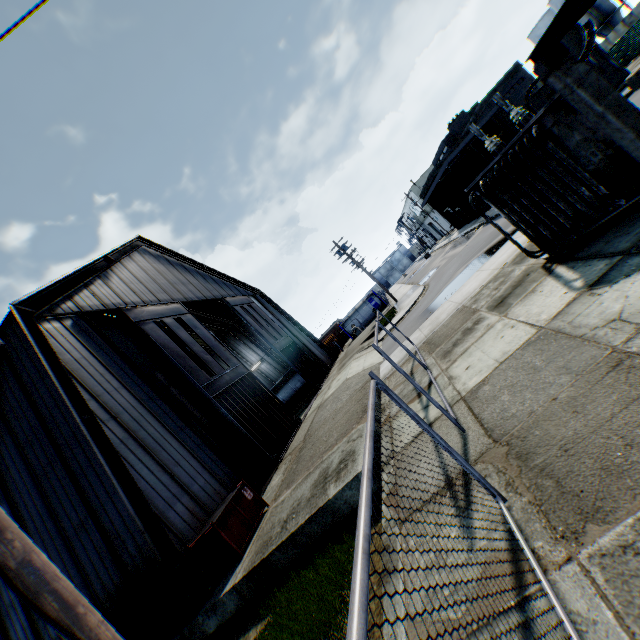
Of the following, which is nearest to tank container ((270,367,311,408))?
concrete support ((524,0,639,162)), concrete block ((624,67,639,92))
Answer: concrete support ((524,0,639,162))

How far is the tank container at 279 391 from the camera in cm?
3198

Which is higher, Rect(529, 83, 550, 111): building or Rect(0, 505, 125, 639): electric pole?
Rect(529, 83, 550, 111): building

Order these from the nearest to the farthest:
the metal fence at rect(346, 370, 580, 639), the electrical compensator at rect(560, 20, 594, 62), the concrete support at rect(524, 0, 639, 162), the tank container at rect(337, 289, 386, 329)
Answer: the metal fence at rect(346, 370, 580, 639) → the concrete support at rect(524, 0, 639, 162) → the electrical compensator at rect(560, 20, 594, 62) → the tank container at rect(337, 289, 386, 329)

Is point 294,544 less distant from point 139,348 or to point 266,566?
point 266,566

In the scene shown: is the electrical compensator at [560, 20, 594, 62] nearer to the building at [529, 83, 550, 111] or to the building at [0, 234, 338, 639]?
the building at [0, 234, 338, 639]

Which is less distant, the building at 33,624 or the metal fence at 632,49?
the building at 33,624

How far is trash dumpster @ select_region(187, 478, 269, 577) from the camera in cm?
866
